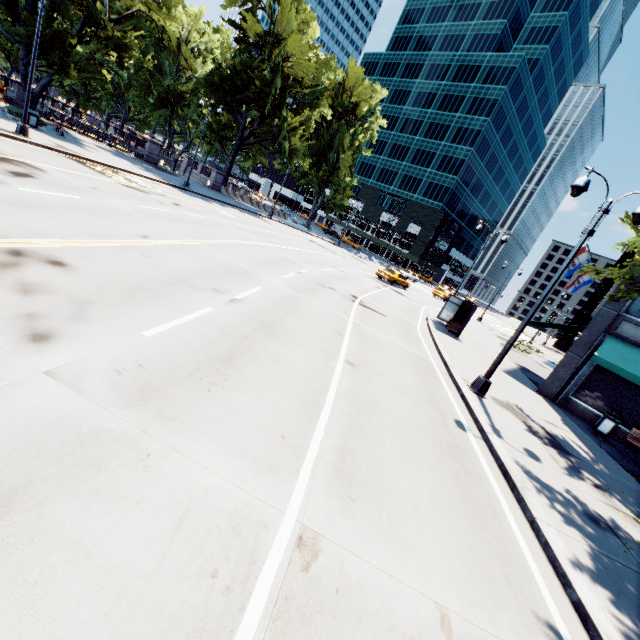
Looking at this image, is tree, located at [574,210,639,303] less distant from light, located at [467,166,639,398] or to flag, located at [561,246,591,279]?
light, located at [467,166,639,398]

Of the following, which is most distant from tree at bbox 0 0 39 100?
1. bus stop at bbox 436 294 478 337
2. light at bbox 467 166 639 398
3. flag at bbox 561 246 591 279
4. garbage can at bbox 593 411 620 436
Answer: flag at bbox 561 246 591 279

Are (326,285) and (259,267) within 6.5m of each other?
yes

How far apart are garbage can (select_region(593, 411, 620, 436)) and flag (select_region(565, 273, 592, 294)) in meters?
18.1 m

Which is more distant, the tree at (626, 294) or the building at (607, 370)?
the building at (607, 370)

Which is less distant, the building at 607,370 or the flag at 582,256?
the building at 607,370

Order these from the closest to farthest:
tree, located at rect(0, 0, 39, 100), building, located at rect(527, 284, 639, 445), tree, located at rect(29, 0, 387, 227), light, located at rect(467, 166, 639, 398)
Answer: light, located at rect(467, 166, 639, 398) → building, located at rect(527, 284, 639, 445) → tree, located at rect(0, 0, 39, 100) → tree, located at rect(29, 0, 387, 227)

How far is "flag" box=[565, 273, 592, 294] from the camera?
27.3 meters
